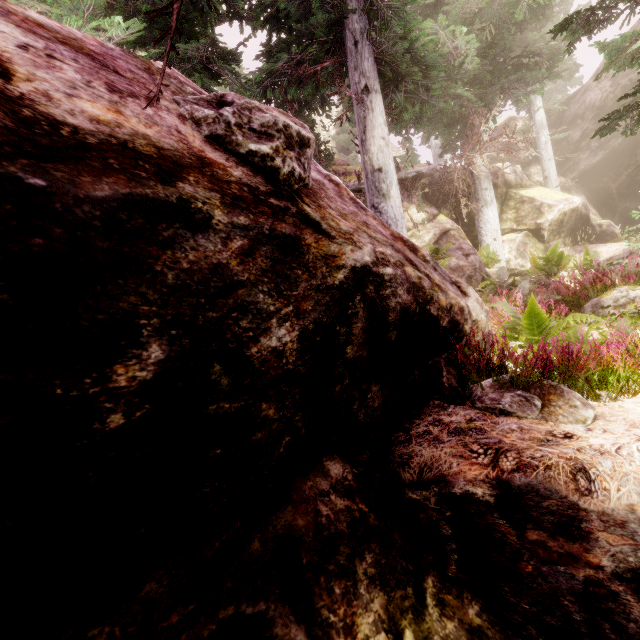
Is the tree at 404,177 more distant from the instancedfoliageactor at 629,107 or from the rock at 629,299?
the rock at 629,299

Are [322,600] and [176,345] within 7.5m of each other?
yes

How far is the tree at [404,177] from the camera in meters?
11.0 m

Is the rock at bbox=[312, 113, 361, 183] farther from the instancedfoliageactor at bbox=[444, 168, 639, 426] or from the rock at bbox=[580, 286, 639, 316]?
the rock at bbox=[580, 286, 639, 316]

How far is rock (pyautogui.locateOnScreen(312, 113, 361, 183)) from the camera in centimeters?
1579cm

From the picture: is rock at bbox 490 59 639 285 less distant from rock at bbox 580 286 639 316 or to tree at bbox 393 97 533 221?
tree at bbox 393 97 533 221

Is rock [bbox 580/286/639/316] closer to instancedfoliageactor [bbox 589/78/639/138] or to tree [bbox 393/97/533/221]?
instancedfoliageactor [bbox 589/78/639/138]

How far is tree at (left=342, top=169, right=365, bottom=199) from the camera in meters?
11.5
